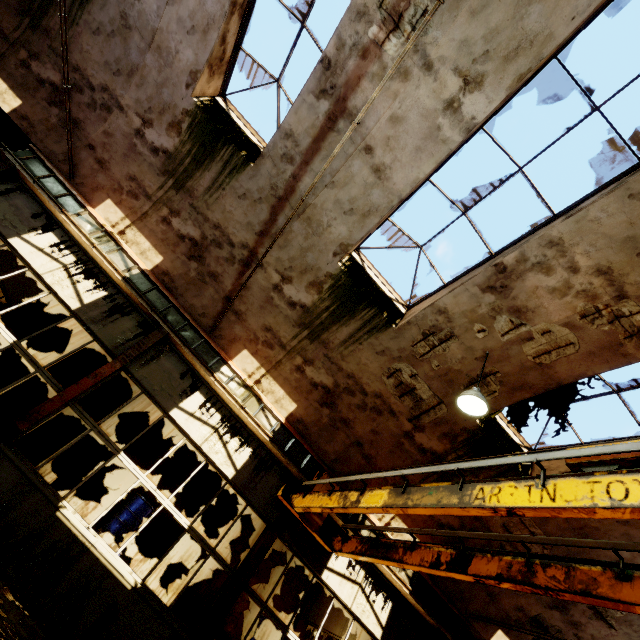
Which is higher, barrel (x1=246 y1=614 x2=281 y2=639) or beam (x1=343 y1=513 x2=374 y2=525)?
beam (x1=343 y1=513 x2=374 y2=525)

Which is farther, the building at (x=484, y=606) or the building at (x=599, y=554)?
the building at (x=484, y=606)

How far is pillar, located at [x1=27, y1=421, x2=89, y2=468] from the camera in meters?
9.0

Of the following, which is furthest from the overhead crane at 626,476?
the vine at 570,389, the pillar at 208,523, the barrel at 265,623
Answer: the pillar at 208,523

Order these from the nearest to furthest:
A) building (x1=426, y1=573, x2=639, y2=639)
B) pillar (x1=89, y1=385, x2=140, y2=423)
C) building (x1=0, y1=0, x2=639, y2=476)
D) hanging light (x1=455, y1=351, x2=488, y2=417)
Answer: building (x1=0, y1=0, x2=639, y2=476) < hanging light (x1=455, y1=351, x2=488, y2=417) < building (x1=426, y1=573, x2=639, y2=639) < pillar (x1=89, y1=385, x2=140, y2=423)

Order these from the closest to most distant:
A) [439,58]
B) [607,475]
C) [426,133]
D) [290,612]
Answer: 1. [607,475]
2. [439,58]
3. [426,133]
4. [290,612]

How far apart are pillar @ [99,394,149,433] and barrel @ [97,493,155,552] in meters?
2.1 m

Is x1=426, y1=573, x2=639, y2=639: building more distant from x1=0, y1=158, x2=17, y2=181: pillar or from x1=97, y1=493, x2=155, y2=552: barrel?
x1=97, y1=493, x2=155, y2=552: barrel
